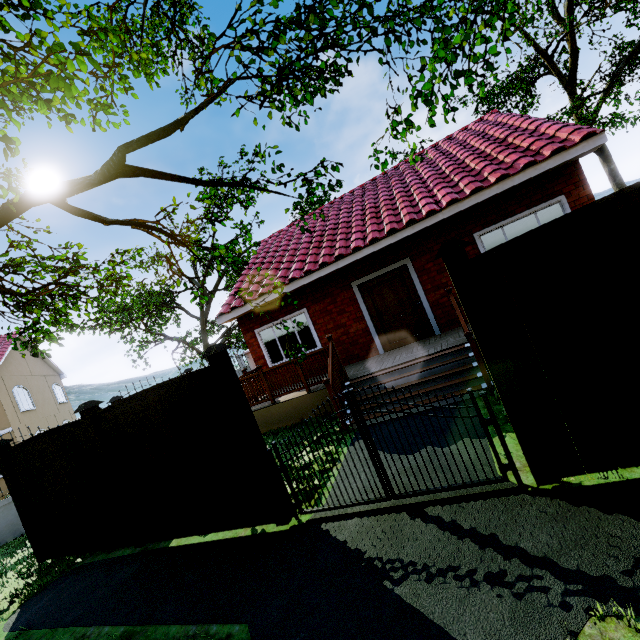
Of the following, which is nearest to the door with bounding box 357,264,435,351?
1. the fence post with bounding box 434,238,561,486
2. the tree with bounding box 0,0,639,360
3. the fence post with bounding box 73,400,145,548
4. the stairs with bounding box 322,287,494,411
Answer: the stairs with bounding box 322,287,494,411

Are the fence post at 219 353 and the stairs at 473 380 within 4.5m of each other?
yes

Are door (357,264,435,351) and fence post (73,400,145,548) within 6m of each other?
no

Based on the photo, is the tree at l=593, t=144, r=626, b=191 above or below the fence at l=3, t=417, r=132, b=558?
above

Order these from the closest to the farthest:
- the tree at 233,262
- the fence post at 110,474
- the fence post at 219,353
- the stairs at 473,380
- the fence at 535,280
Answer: the tree at 233,262, the fence at 535,280, the fence post at 219,353, the fence post at 110,474, the stairs at 473,380

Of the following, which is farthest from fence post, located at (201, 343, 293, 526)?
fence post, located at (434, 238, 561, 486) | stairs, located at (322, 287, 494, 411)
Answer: fence post, located at (434, 238, 561, 486)

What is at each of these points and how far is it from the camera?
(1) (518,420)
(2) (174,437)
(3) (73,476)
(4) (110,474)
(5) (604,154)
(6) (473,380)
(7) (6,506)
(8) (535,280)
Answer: (1) fence post, 3.2 meters
(2) fence, 4.8 meters
(3) fence, 5.8 meters
(4) fence post, 5.4 meters
(5) tree, 15.7 meters
(6) stairs, 5.9 meters
(7) fence, 9.4 meters
(8) fence, 3.0 meters

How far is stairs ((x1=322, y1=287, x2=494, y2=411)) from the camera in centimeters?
587cm
